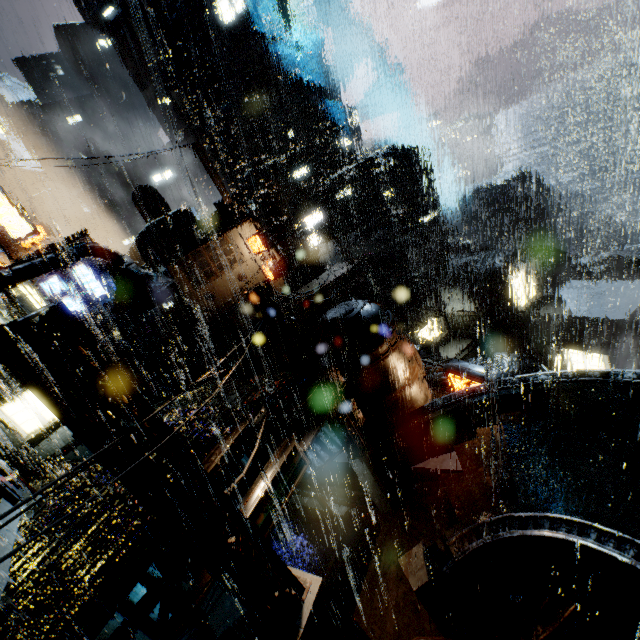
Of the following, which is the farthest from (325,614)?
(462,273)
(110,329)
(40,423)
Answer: (110,329)

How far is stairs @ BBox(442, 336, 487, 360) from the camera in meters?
35.3 m

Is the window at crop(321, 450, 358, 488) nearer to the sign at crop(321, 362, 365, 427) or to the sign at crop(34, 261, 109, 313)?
the sign at crop(321, 362, 365, 427)

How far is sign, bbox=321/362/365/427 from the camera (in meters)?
13.45

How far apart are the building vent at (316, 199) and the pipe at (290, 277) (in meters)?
17.55

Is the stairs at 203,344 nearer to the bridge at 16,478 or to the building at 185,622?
the building at 185,622

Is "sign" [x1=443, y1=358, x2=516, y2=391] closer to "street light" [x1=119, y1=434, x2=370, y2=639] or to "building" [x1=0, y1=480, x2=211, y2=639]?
"building" [x1=0, y1=480, x2=211, y2=639]

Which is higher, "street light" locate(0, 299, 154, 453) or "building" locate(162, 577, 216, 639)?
"street light" locate(0, 299, 154, 453)
